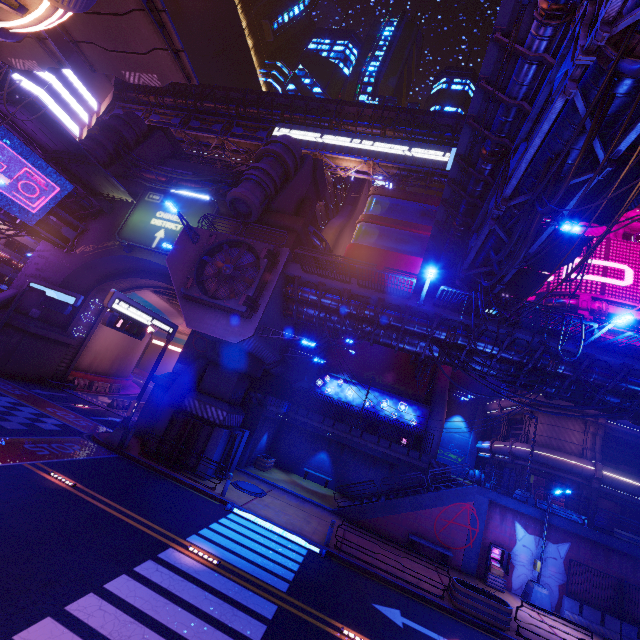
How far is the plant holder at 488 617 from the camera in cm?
1265

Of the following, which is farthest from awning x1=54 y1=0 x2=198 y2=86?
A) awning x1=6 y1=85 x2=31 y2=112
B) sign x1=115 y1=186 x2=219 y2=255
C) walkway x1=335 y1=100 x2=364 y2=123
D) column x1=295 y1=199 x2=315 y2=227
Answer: walkway x1=335 y1=100 x2=364 y2=123

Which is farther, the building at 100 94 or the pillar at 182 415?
the building at 100 94

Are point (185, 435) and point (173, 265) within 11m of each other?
yes

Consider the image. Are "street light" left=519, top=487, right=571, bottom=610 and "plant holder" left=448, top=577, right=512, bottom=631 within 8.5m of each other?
yes

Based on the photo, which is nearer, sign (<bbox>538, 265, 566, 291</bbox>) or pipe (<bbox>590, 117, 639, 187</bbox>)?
pipe (<bbox>590, 117, 639, 187</bbox>)

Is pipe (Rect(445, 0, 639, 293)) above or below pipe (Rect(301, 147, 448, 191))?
below

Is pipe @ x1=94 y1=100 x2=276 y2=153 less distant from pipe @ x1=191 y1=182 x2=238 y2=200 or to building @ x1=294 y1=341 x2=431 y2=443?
building @ x1=294 y1=341 x2=431 y2=443
